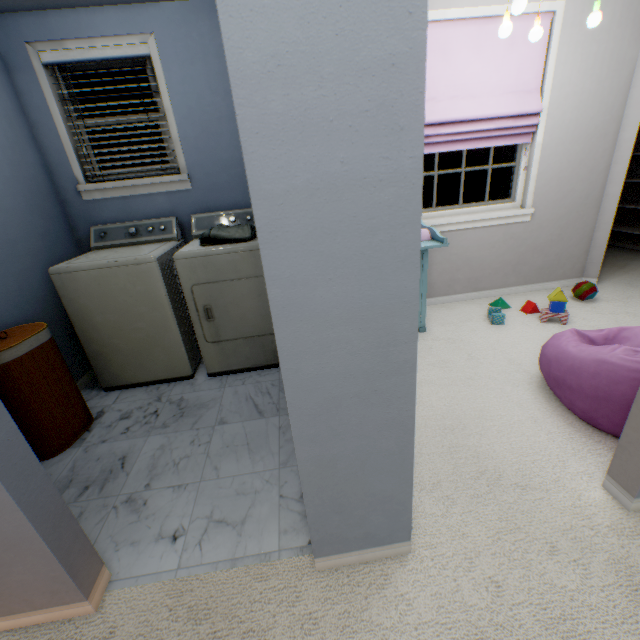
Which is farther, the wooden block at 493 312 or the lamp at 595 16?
the wooden block at 493 312

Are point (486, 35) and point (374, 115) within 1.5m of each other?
no

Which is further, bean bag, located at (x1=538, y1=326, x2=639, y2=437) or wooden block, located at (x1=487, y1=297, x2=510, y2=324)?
wooden block, located at (x1=487, y1=297, x2=510, y2=324)

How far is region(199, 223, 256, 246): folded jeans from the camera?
2.2m

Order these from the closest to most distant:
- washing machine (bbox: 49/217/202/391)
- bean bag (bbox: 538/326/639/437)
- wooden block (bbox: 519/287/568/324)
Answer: bean bag (bbox: 538/326/639/437) < washing machine (bbox: 49/217/202/391) < wooden block (bbox: 519/287/568/324)

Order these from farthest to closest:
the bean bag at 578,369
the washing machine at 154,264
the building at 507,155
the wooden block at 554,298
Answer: the building at 507,155, the wooden block at 554,298, the washing machine at 154,264, the bean bag at 578,369

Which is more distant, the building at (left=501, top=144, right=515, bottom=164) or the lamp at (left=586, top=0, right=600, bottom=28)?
the building at (left=501, top=144, right=515, bottom=164)

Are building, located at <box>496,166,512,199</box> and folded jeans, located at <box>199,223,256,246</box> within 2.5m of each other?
no
